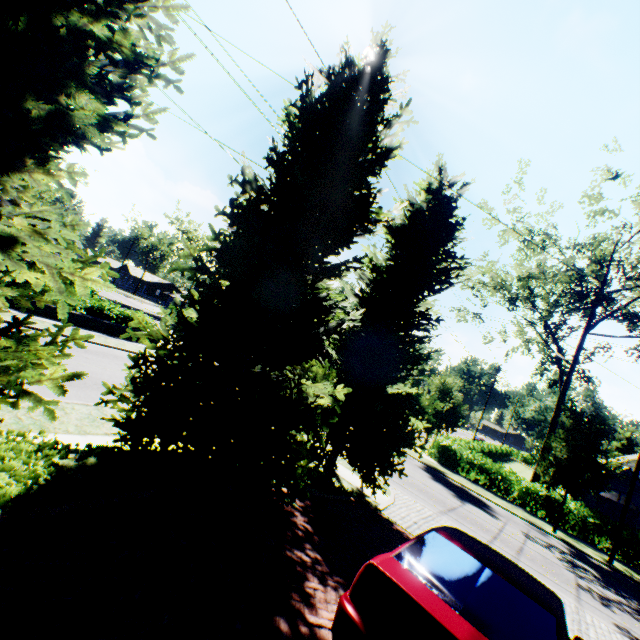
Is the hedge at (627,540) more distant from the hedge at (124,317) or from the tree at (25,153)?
the hedge at (124,317)

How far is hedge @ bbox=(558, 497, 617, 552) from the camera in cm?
1838

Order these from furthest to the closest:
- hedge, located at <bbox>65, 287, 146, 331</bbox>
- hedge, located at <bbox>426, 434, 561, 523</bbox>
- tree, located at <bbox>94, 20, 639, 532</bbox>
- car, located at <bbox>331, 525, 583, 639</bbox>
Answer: hedge, located at <bbox>426, 434, 561, 523</bbox>
hedge, located at <bbox>65, 287, 146, 331</bbox>
tree, located at <bbox>94, 20, 639, 532</bbox>
car, located at <bbox>331, 525, 583, 639</bbox>

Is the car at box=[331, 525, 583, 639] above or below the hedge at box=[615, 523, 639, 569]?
above

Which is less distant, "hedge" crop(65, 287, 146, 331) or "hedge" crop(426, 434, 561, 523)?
"hedge" crop(65, 287, 146, 331)

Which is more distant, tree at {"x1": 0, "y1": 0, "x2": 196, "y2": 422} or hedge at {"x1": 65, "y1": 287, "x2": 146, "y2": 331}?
hedge at {"x1": 65, "y1": 287, "x2": 146, "y2": 331}

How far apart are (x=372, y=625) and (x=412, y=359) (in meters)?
8.62

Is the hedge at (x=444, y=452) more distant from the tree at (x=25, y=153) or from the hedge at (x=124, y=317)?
the hedge at (x=124, y=317)
